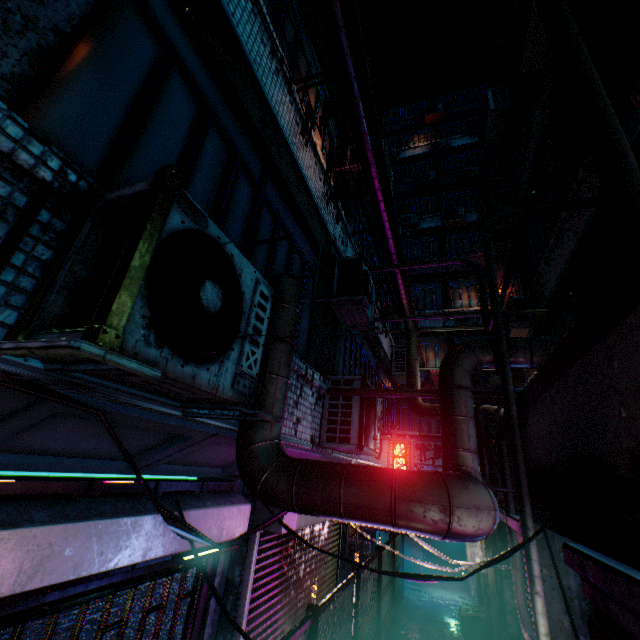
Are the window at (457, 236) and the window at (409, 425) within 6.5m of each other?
no

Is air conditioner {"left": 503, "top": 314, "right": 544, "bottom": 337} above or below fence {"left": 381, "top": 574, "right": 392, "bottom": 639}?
above

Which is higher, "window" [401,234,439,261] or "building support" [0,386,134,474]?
"window" [401,234,439,261]

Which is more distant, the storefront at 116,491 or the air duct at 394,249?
the air duct at 394,249

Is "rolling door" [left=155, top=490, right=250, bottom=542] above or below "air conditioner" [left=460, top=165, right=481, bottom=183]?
below

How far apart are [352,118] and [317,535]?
6.2m

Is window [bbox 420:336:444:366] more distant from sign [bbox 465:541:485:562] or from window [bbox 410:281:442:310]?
sign [bbox 465:541:485:562]

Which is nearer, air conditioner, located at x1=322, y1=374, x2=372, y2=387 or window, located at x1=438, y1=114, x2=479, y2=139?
air conditioner, located at x1=322, y1=374, x2=372, y2=387
